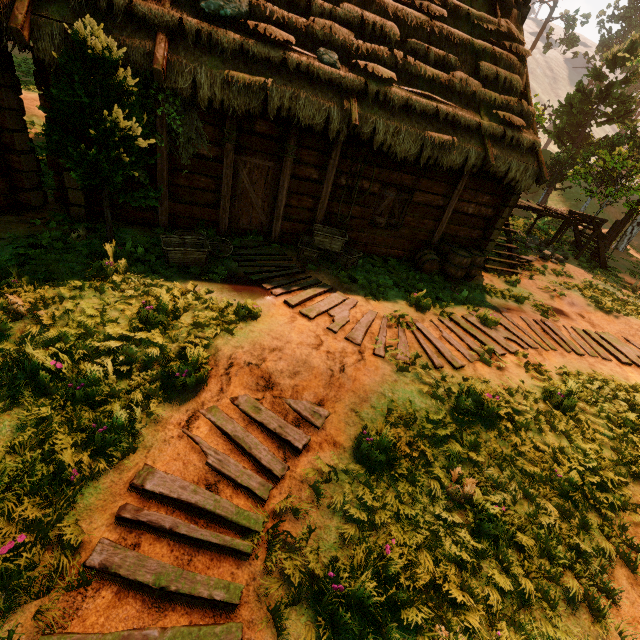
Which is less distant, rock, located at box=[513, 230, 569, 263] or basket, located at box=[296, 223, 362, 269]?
basket, located at box=[296, 223, 362, 269]

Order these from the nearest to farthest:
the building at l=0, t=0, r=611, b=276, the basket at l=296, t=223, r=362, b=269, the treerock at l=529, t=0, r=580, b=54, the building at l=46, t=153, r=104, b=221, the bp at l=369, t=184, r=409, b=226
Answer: the building at l=0, t=0, r=611, b=276, the building at l=46, t=153, r=104, b=221, the basket at l=296, t=223, r=362, b=269, the bp at l=369, t=184, r=409, b=226, the treerock at l=529, t=0, r=580, b=54

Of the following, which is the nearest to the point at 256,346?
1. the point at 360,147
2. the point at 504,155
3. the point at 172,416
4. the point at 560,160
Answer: the point at 172,416

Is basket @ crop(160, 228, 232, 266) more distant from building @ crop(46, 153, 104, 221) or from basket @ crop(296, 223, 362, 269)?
basket @ crop(296, 223, 362, 269)

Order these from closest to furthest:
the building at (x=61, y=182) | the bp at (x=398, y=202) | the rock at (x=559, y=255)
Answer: the building at (x=61, y=182), the bp at (x=398, y=202), the rock at (x=559, y=255)

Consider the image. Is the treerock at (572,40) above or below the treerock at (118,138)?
above

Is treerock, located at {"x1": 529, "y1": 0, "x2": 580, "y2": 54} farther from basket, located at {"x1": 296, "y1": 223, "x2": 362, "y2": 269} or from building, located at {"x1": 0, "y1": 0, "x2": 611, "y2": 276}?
basket, located at {"x1": 296, "y1": 223, "x2": 362, "y2": 269}

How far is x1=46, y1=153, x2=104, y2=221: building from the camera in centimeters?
689cm
